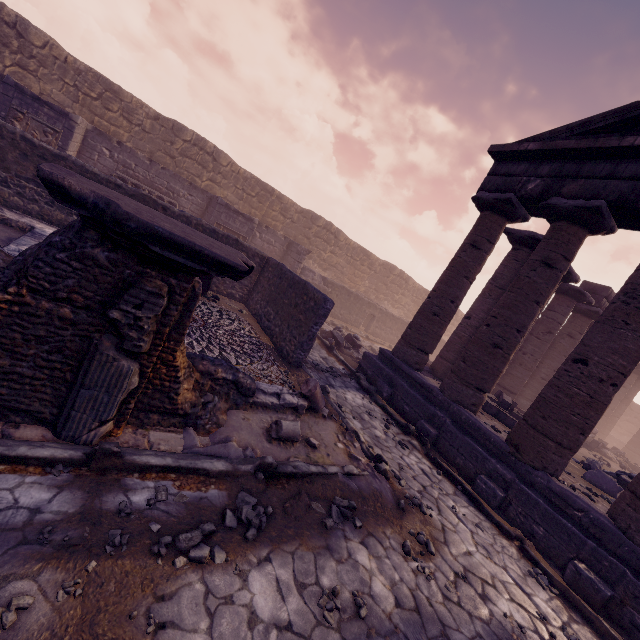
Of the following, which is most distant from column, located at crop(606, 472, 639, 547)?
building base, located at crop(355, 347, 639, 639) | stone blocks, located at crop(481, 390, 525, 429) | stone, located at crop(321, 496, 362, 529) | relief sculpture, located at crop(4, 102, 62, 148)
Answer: relief sculpture, located at crop(4, 102, 62, 148)

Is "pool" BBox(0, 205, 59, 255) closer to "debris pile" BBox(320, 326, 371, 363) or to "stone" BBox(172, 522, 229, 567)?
"stone" BBox(172, 522, 229, 567)

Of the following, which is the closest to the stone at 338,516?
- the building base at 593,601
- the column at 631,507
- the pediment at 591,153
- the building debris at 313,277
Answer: the building base at 593,601

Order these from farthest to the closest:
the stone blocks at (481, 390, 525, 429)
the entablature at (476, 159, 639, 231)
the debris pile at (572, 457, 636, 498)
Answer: the stone blocks at (481, 390, 525, 429) < the debris pile at (572, 457, 636, 498) < the entablature at (476, 159, 639, 231)

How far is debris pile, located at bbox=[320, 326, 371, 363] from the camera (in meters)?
11.96

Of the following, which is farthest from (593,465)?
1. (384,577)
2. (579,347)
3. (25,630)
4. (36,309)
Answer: (36,309)

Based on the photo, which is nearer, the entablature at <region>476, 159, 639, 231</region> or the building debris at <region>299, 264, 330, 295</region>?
the entablature at <region>476, 159, 639, 231</region>

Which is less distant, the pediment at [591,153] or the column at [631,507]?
the column at [631,507]
